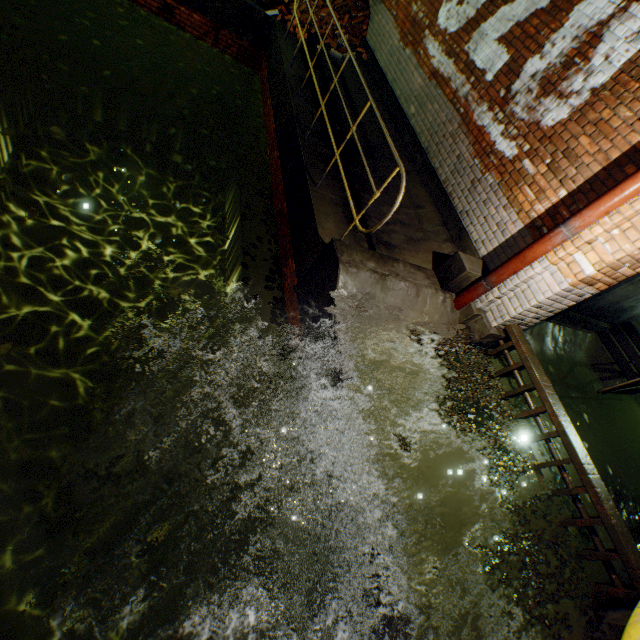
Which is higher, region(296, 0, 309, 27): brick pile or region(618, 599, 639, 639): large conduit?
region(618, 599, 639, 639): large conduit

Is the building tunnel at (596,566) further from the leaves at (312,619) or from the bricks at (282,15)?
the bricks at (282,15)

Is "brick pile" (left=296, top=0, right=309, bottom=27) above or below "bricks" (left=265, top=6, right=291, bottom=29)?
above

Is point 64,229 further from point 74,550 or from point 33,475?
point 74,550

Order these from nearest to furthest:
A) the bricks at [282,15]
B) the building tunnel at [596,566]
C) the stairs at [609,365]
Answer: the building tunnel at [596,566] < the stairs at [609,365] < the bricks at [282,15]

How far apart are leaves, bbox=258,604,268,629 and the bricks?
10.5 meters

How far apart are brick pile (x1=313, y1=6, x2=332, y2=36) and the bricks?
0.0m

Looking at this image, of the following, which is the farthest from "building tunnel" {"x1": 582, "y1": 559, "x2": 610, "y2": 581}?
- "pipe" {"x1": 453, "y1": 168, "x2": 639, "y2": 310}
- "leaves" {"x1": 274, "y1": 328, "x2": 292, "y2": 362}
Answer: "leaves" {"x1": 274, "y1": 328, "x2": 292, "y2": 362}
